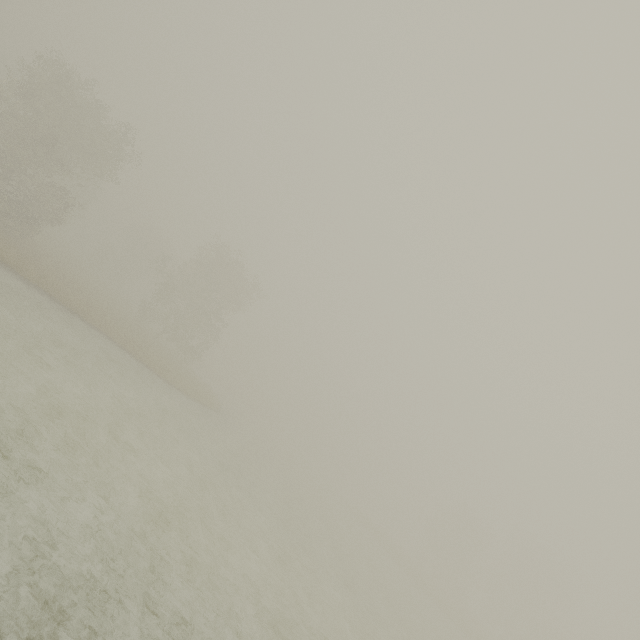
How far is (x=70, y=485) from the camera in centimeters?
902cm
